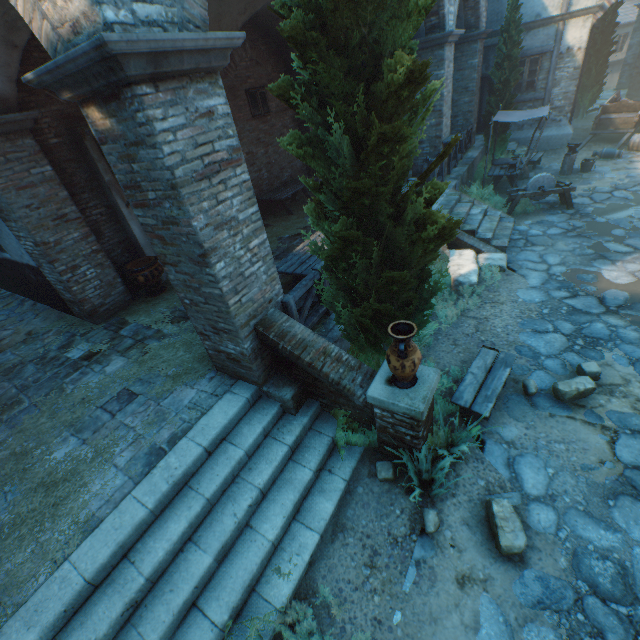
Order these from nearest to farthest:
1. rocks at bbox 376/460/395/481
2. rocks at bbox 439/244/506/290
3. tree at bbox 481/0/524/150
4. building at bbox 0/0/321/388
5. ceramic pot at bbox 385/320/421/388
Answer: building at bbox 0/0/321/388 → ceramic pot at bbox 385/320/421/388 → rocks at bbox 376/460/395/481 → rocks at bbox 439/244/506/290 → tree at bbox 481/0/524/150

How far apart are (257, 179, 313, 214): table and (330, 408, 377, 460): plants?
8.0 meters

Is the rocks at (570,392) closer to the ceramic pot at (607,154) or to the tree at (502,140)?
the tree at (502,140)

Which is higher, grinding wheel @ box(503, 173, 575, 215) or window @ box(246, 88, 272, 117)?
window @ box(246, 88, 272, 117)

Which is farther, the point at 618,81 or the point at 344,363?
the point at 618,81

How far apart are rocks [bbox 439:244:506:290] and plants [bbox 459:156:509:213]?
3.0m

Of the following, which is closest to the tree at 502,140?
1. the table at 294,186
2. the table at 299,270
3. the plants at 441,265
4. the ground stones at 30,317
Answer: the plants at 441,265

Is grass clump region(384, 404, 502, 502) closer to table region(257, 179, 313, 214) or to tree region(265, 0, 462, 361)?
tree region(265, 0, 462, 361)
